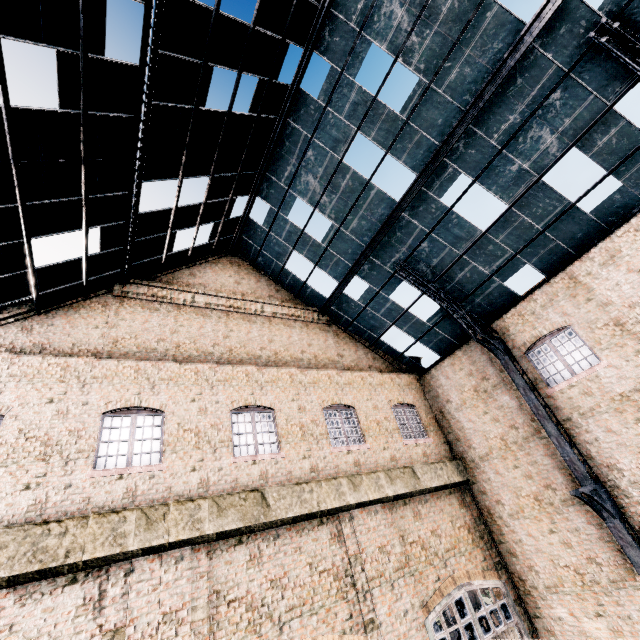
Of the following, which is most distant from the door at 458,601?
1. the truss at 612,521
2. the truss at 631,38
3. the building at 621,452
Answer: the truss at 631,38

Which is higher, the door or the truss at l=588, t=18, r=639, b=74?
the truss at l=588, t=18, r=639, b=74

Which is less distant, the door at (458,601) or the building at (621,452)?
the building at (621,452)

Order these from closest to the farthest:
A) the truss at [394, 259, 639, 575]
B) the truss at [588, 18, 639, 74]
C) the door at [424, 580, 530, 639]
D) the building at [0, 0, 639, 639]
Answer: the building at [0, 0, 639, 639] → the truss at [588, 18, 639, 74] → the truss at [394, 259, 639, 575] → the door at [424, 580, 530, 639]

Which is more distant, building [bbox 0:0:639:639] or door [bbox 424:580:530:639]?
door [bbox 424:580:530:639]

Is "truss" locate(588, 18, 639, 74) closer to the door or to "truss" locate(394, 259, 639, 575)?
"truss" locate(394, 259, 639, 575)

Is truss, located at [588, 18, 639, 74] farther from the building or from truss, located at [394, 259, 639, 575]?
truss, located at [394, 259, 639, 575]

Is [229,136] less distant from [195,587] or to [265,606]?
[195,587]
